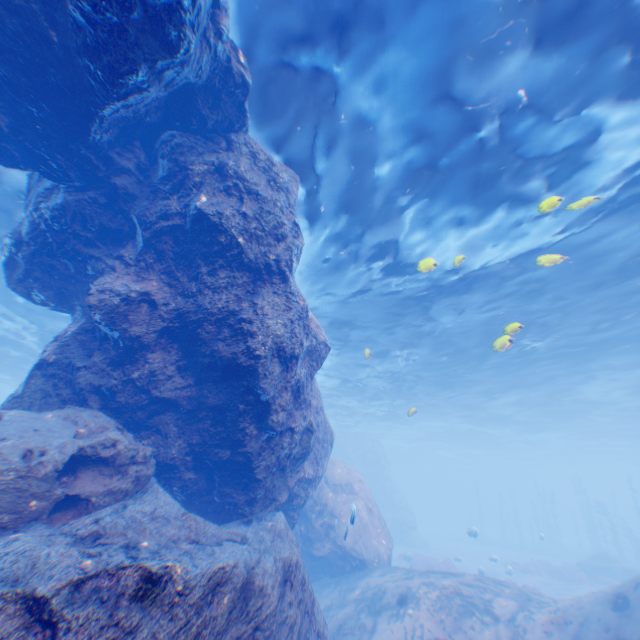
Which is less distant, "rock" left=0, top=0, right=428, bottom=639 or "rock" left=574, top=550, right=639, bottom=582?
"rock" left=0, top=0, right=428, bottom=639

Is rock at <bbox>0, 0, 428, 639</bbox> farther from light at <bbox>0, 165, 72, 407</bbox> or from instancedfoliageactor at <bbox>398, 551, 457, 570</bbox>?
instancedfoliageactor at <bbox>398, 551, 457, 570</bbox>

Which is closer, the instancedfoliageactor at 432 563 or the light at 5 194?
the light at 5 194

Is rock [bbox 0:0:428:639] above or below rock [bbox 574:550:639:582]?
above

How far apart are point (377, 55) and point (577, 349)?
19.90m

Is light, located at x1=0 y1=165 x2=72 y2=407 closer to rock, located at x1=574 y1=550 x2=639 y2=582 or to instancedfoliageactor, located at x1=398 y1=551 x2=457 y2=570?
instancedfoliageactor, located at x1=398 y1=551 x2=457 y2=570

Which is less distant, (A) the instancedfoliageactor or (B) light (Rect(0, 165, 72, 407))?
(B) light (Rect(0, 165, 72, 407))

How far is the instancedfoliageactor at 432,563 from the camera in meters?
21.9
